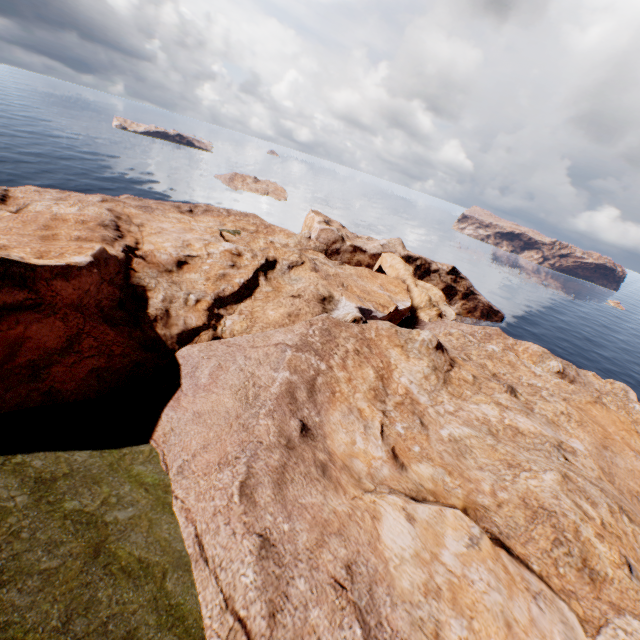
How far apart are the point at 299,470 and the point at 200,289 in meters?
22.0 m
